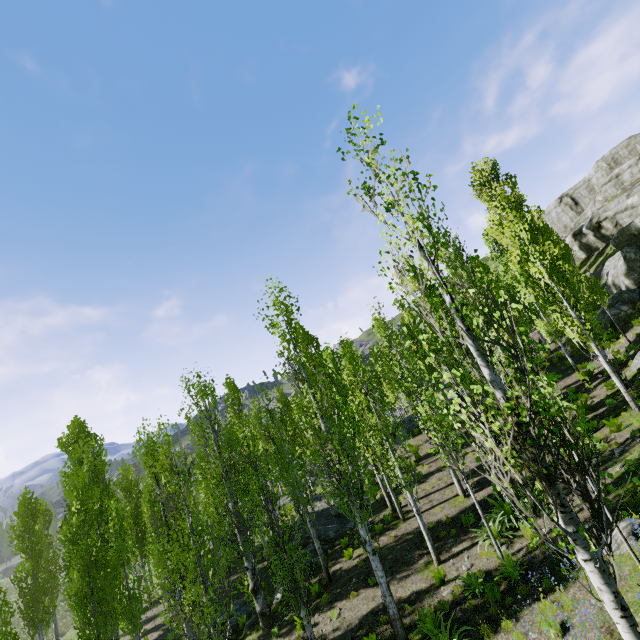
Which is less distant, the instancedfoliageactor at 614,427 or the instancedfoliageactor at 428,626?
the instancedfoliageactor at 428,626

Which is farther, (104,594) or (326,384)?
(104,594)

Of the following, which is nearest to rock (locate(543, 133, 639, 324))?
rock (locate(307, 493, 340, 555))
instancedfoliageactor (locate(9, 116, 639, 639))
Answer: instancedfoliageactor (locate(9, 116, 639, 639))

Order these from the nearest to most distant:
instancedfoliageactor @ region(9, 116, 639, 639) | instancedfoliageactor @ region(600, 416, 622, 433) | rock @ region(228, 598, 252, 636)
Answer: instancedfoliageactor @ region(9, 116, 639, 639), instancedfoliageactor @ region(600, 416, 622, 433), rock @ region(228, 598, 252, 636)

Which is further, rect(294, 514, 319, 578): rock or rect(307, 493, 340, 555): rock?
rect(307, 493, 340, 555): rock

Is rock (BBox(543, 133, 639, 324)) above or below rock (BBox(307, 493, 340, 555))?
above

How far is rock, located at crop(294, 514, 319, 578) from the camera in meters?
16.3 m

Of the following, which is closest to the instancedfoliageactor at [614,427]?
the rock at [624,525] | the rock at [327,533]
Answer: the rock at [327,533]
